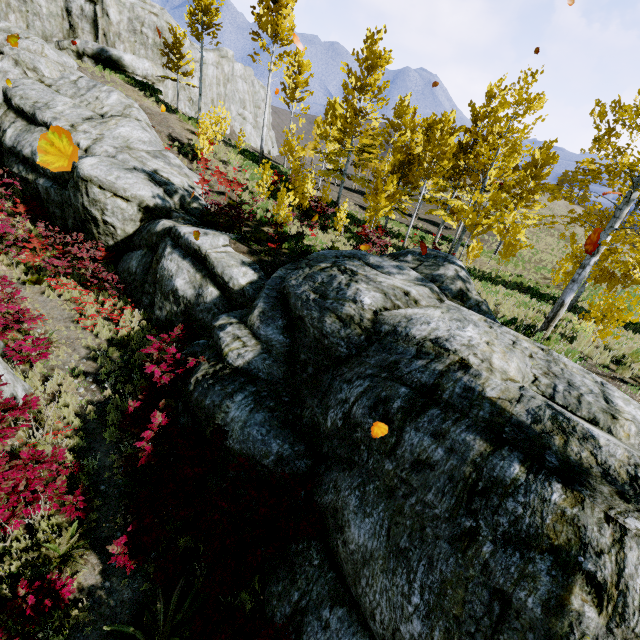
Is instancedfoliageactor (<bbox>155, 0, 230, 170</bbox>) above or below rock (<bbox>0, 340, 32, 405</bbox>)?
above

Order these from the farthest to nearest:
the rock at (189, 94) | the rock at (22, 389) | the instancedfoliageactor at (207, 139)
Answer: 1. the rock at (189, 94)
2. the instancedfoliageactor at (207, 139)
3. the rock at (22, 389)

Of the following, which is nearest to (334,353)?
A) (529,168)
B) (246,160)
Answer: (246,160)

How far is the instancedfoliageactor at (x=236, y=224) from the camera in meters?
12.7

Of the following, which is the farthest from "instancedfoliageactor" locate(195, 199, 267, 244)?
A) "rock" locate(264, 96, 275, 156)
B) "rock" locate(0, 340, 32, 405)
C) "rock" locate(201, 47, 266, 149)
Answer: "rock" locate(264, 96, 275, 156)

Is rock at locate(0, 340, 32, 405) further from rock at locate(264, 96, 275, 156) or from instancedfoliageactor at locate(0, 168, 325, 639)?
rock at locate(264, 96, 275, 156)

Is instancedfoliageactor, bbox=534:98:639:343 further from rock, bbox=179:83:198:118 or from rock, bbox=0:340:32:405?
rock, bbox=179:83:198:118

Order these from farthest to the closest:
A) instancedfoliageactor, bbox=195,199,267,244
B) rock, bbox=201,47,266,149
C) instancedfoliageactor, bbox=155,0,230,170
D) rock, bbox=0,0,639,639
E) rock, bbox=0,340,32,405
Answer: rock, bbox=201,47,266,149
instancedfoliageactor, bbox=155,0,230,170
instancedfoliageactor, bbox=195,199,267,244
rock, bbox=0,340,32,405
rock, bbox=0,0,639,639
